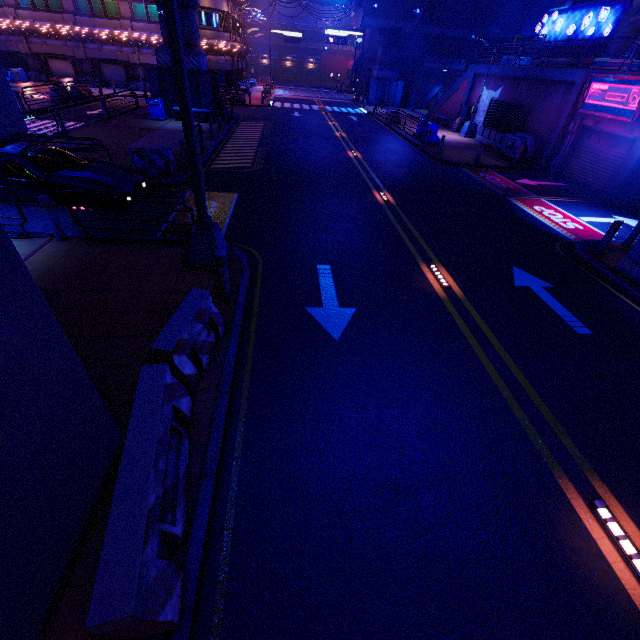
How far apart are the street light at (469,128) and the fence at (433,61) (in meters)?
18.07

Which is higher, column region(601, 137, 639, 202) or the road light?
column region(601, 137, 639, 202)

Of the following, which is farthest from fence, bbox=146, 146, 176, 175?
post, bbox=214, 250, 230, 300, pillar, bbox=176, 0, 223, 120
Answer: pillar, bbox=176, 0, 223, 120

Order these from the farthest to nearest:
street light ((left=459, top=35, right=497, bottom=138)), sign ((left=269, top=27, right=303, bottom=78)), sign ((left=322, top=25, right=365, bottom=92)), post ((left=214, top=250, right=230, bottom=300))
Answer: sign ((left=269, top=27, right=303, bottom=78)) → sign ((left=322, top=25, right=365, bottom=92)) → street light ((left=459, top=35, right=497, bottom=138)) → post ((left=214, top=250, right=230, bottom=300))

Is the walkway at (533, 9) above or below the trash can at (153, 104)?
above

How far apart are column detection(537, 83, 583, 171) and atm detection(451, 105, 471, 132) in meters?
10.6

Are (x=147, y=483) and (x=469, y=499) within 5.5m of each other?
yes

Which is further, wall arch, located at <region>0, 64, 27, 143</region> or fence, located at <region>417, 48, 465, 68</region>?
fence, located at <region>417, 48, 465, 68</region>
